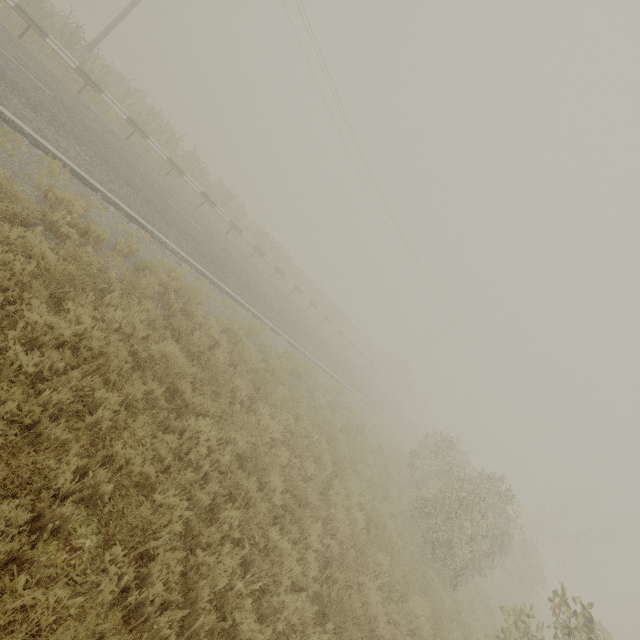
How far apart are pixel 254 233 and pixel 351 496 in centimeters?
1976cm

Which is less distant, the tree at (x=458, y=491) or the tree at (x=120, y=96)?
the tree at (x=458, y=491)

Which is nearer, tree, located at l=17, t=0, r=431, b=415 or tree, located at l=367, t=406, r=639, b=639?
tree, located at l=367, t=406, r=639, b=639
